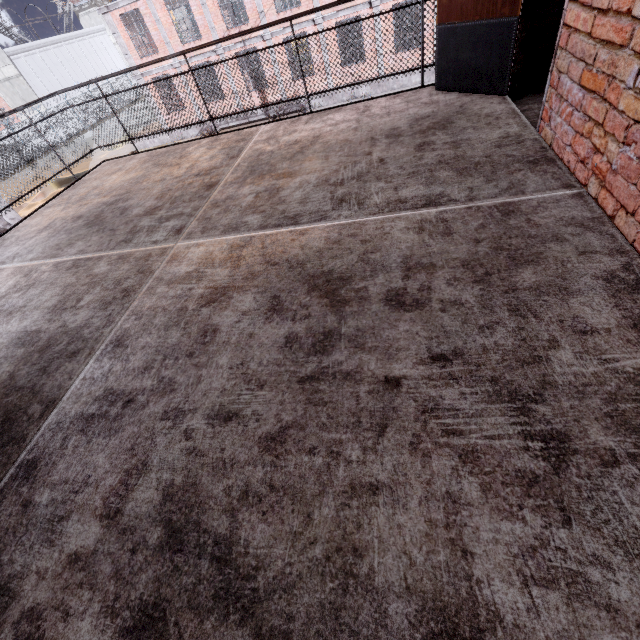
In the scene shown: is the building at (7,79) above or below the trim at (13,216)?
above

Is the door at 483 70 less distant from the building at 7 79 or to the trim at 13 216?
the trim at 13 216

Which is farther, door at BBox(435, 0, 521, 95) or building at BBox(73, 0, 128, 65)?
building at BBox(73, 0, 128, 65)

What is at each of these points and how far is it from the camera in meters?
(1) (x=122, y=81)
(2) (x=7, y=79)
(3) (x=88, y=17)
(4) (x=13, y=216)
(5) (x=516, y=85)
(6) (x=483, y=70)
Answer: (1) fence, 42.1 m
(2) building, 35.9 m
(3) building, 48.3 m
(4) trim, 11.1 m
(5) door frame, 3.2 m
(6) door, 3.3 m

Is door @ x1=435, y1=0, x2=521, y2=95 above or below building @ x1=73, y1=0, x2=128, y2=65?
below

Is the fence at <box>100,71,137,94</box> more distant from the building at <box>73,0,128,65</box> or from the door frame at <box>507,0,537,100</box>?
the building at <box>73,0,128,65</box>

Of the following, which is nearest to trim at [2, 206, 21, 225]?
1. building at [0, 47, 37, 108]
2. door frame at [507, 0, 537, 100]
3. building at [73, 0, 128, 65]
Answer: door frame at [507, 0, 537, 100]

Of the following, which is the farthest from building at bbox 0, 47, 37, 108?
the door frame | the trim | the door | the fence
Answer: the door frame
